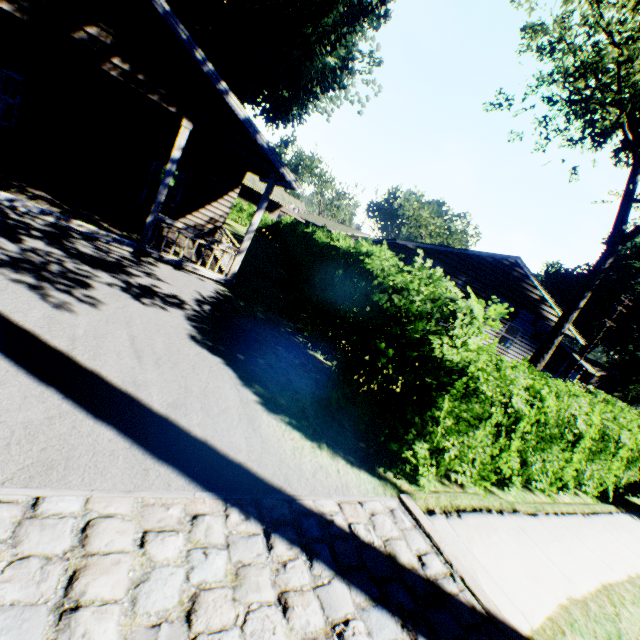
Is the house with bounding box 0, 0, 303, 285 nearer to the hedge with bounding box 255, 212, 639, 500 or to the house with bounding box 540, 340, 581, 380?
the hedge with bounding box 255, 212, 639, 500

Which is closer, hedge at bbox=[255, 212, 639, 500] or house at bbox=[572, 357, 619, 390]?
hedge at bbox=[255, 212, 639, 500]

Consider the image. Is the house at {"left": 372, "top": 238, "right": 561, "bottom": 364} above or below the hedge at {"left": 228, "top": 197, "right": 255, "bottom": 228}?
above

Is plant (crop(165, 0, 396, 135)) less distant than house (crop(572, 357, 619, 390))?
Yes

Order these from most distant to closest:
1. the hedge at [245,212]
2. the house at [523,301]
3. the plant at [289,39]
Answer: the hedge at [245,212], the house at [523,301], the plant at [289,39]

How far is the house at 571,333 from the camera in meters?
18.4

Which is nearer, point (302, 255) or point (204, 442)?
point (204, 442)
